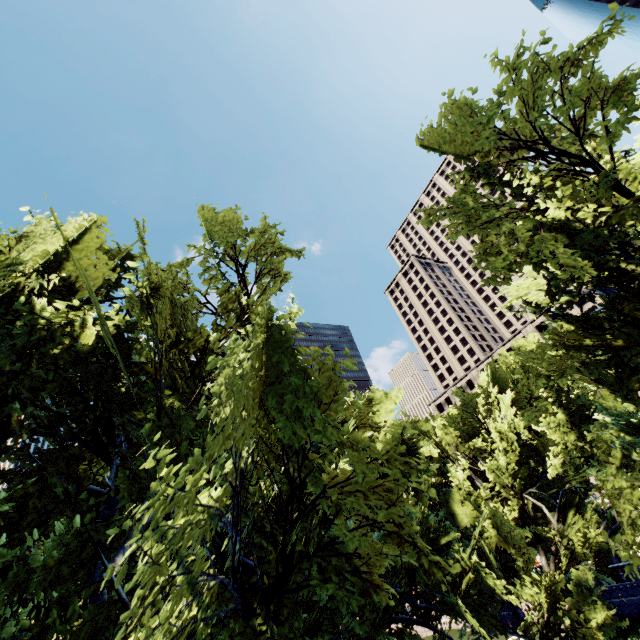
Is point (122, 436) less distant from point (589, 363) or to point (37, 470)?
point (37, 470)
